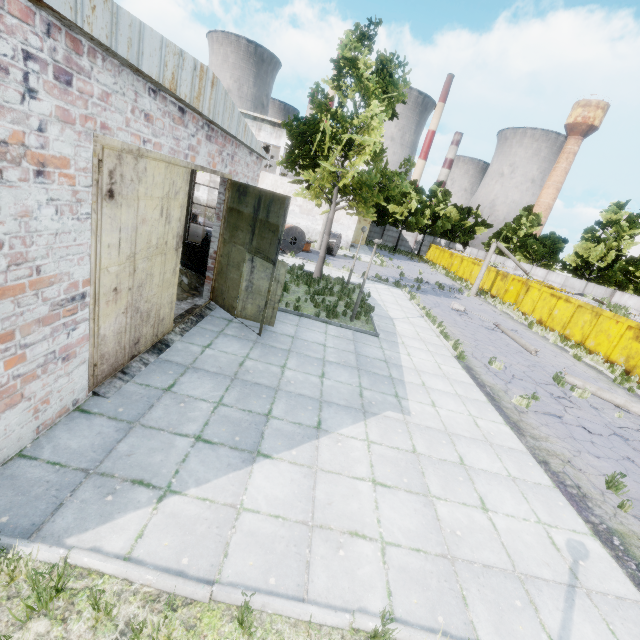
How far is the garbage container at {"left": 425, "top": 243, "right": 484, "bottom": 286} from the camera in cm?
3488

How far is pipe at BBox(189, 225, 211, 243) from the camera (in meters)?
15.27

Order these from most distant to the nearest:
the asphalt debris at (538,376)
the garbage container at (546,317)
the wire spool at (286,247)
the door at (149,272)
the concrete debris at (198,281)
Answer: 1. the wire spool at (286,247)
2. the garbage container at (546,317)
3. the asphalt debris at (538,376)
4. the concrete debris at (198,281)
5. the door at (149,272)

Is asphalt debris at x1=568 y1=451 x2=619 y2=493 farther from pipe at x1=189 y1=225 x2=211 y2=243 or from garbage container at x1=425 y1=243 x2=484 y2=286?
garbage container at x1=425 y1=243 x2=484 y2=286

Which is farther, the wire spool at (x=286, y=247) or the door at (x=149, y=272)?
the wire spool at (x=286, y=247)

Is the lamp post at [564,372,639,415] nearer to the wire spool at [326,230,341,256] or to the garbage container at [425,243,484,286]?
the wire spool at [326,230,341,256]

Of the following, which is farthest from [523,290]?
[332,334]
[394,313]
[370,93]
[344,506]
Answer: [344,506]

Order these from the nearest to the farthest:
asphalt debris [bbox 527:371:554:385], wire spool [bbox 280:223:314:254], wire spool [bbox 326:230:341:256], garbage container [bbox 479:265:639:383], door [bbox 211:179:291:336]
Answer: door [bbox 211:179:291:336], asphalt debris [bbox 527:371:554:385], garbage container [bbox 479:265:639:383], wire spool [bbox 280:223:314:254], wire spool [bbox 326:230:341:256]
